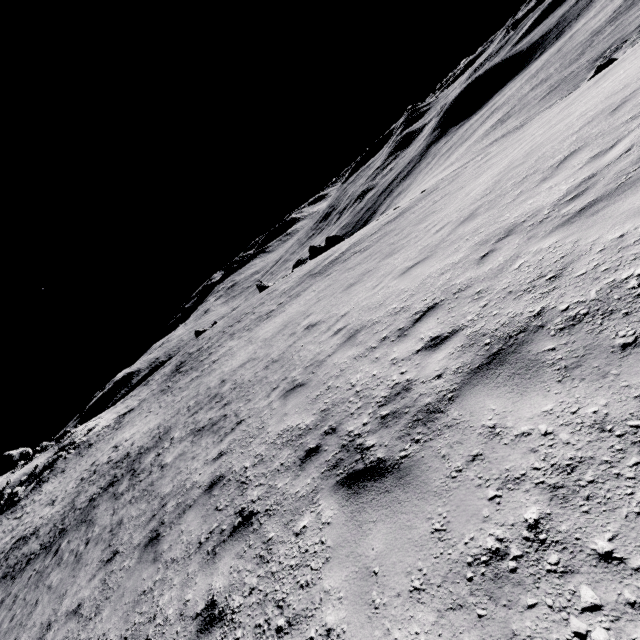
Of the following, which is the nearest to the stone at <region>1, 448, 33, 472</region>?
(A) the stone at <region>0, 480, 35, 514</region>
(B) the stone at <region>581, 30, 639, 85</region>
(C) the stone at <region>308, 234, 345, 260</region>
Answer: (A) the stone at <region>0, 480, 35, 514</region>

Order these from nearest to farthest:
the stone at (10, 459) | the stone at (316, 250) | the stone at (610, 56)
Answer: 1. the stone at (610, 56)
2. the stone at (10, 459)
3. the stone at (316, 250)

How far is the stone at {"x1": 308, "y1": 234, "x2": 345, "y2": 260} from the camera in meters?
49.3 m

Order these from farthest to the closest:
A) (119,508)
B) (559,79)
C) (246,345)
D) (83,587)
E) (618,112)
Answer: (559,79) < (246,345) < (119,508) < (83,587) < (618,112)

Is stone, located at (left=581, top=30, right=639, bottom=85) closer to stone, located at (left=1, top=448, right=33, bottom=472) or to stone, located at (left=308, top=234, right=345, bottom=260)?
stone, located at (left=308, top=234, right=345, bottom=260)

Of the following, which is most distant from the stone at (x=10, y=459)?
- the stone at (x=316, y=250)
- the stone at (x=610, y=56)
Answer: the stone at (x=610, y=56)

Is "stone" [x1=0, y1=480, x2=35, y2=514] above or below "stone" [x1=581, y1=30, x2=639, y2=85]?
above

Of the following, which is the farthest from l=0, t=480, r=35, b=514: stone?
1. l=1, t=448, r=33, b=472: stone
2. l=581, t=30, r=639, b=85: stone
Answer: l=581, t=30, r=639, b=85: stone
